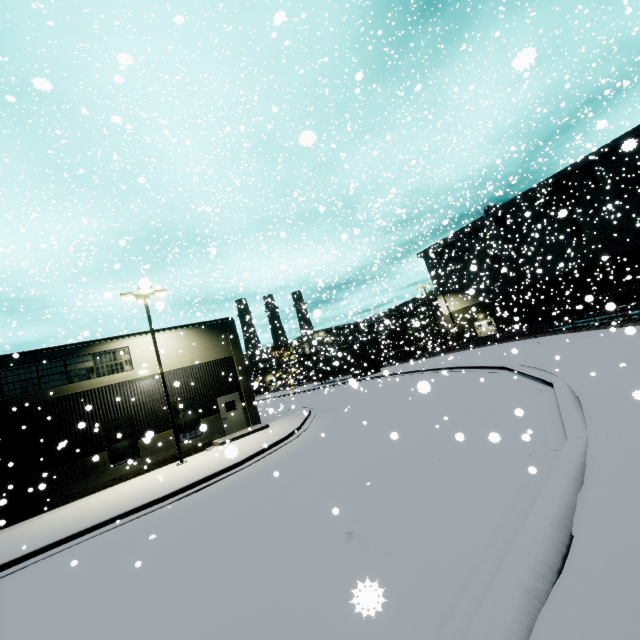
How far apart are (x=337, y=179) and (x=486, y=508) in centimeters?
3623cm

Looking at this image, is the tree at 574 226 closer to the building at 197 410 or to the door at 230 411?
the building at 197 410

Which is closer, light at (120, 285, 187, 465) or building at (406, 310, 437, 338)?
light at (120, 285, 187, 465)

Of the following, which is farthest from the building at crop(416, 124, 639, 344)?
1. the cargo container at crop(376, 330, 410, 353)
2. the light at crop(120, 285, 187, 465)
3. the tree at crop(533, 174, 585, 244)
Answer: the light at crop(120, 285, 187, 465)

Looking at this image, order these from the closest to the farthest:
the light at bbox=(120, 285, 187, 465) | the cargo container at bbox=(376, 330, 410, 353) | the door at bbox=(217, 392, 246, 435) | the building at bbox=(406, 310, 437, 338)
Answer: the light at bbox=(120, 285, 187, 465) → the door at bbox=(217, 392, 246, 435) → the building at bbox=(406, 310, 437, 338) → the cargo container at bbox=(376, 330, 410, 353)

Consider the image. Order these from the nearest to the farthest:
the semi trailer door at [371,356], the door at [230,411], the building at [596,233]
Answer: the door at [230,411] → the building at [596,233] → the semi trailer door at [371,356]

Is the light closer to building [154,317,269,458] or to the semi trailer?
building [154,317,269,458]

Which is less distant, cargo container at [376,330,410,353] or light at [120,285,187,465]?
light at [120,285,187,465]
